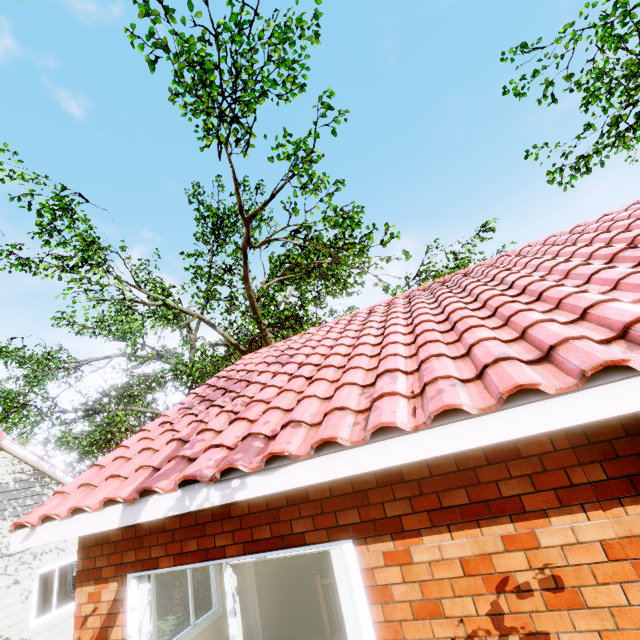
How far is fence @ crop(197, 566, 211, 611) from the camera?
18.7 meters

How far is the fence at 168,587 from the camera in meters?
19.4 m

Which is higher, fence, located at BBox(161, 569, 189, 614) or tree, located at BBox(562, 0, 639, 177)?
tree, located at BBox(562, 0, 639, 177)

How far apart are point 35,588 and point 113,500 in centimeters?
1024cm

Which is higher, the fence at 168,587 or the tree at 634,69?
the tree at 634,69

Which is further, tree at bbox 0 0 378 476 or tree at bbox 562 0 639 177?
tree at bbox 0 0 378 476
